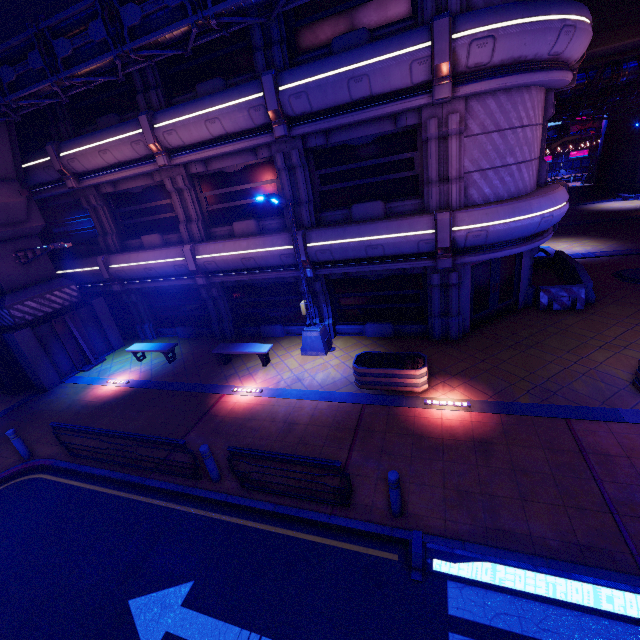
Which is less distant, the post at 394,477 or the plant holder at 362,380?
the post at 394,477

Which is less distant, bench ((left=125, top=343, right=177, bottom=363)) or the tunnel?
bench ((left=125, top=343, right=177, bottom=363))

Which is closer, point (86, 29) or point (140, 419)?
point (86, 29)

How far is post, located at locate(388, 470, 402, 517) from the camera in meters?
5.9 m

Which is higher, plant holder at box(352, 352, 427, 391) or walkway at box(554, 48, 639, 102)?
walkway at box(554, 48, 639, 102)

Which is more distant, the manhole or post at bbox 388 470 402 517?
the manhole

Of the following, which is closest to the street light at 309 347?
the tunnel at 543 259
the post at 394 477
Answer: the post at 394 477

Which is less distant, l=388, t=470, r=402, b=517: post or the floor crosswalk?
the floor crosswalk
